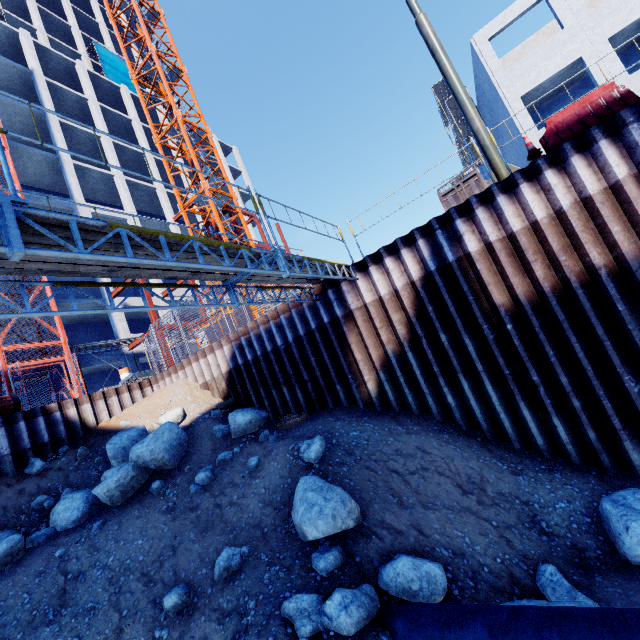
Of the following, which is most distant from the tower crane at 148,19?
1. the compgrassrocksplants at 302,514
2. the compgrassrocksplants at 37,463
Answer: the compgrassrocksplants at 302,514

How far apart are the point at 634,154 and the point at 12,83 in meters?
39.6

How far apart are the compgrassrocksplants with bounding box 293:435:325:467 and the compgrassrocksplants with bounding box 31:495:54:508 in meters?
7.7 m

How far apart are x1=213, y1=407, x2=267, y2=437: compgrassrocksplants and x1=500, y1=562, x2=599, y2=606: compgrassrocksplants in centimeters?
711cm

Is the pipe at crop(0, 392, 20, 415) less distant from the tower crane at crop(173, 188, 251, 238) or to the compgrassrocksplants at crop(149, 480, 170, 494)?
the compgrassrocksplants at crop(149, 480, 170, 494)

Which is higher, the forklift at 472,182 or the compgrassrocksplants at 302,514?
the forklift at 472,182

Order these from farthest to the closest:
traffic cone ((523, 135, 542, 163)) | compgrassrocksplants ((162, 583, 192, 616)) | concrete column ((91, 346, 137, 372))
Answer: concrete column ((91, 346, 137, 372))
traffic cone ((523, 135, 542, 163))
compgrassrocksplants ((162, 583, 192, 616))

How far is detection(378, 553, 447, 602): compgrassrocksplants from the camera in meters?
4.9
